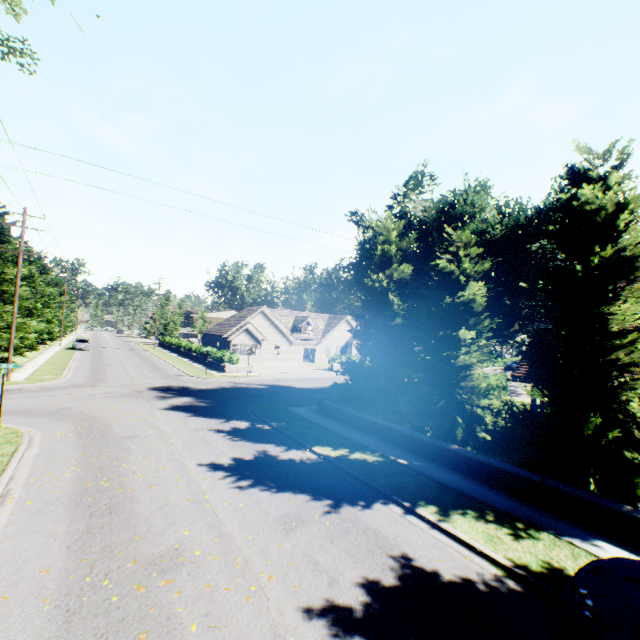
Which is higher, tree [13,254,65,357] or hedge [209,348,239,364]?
tree [13,254,65,357]

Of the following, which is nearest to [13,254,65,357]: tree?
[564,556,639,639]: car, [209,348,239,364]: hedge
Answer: [564,556,639,639]: car

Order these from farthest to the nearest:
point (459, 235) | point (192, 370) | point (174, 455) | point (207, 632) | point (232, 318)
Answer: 1. point (232, 318)
2. point (192, 370)
3. point (459, 235)
4. point (174, 455)
5. point (207, 632)

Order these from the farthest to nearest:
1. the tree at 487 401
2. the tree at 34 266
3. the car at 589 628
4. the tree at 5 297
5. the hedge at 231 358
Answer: the hedge at 231 358 < the tree at 34 266 < the tree at 5 297 < the tree at 487 401 < the car at 589 628

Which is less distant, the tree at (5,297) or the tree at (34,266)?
the tree at (5,297)

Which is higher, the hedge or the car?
the hedge

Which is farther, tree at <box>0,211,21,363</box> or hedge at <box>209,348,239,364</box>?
hedge at <box>209,348,239,364</box>

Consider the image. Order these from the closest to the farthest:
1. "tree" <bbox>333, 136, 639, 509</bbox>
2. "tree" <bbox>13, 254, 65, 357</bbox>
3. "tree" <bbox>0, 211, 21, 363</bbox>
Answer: "tree" <bbox>333, 136, 639, 509</bbox>
"tree" <bbox>0, 211, 21, 363</bbox>
"tree" <bbox>13, 254, 65, 357</bbox>
